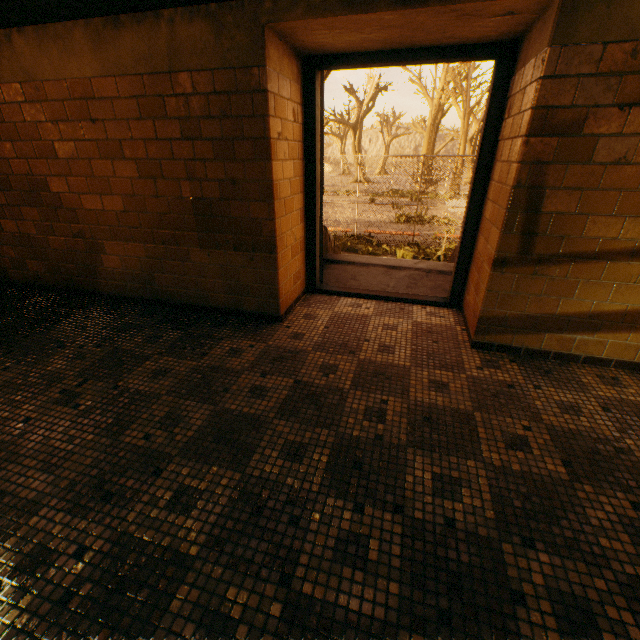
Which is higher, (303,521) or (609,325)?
(609,325)

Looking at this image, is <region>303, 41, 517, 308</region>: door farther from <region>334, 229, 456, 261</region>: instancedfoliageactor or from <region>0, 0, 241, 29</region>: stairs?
<region>334, 229, 456, 261</region>: instancedfoliageactor

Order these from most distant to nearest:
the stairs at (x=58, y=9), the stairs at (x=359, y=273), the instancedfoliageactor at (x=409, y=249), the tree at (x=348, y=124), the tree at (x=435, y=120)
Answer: the tree at (x=348, y=124) → the tree at (x=435, y=120) → the instancedfoliageactor at (x=409, y=249) → the stairs at (x=359, y=273) → the stairs at (x=58, y=9)

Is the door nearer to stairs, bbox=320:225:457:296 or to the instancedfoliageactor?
stairs, bbox=320:225:457:296

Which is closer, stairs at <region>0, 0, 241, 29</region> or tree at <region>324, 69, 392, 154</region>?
stairs at <region>0, 0, 241, 29</region>

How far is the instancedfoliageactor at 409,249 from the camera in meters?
10.1 m

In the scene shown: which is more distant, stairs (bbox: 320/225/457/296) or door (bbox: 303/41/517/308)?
stairs (bbox: 320/225/457/296)

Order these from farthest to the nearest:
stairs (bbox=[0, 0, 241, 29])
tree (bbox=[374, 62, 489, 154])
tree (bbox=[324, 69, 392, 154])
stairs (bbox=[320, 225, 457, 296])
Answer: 1. tree (bbox=[324, 69, 392, 154])
2. tree (bbox=[374, 62, 489, 154])
3. stairs (bbox=[320, 225, 457, 296])
4. stairs (bbox=[0, 0, 241, 29])
